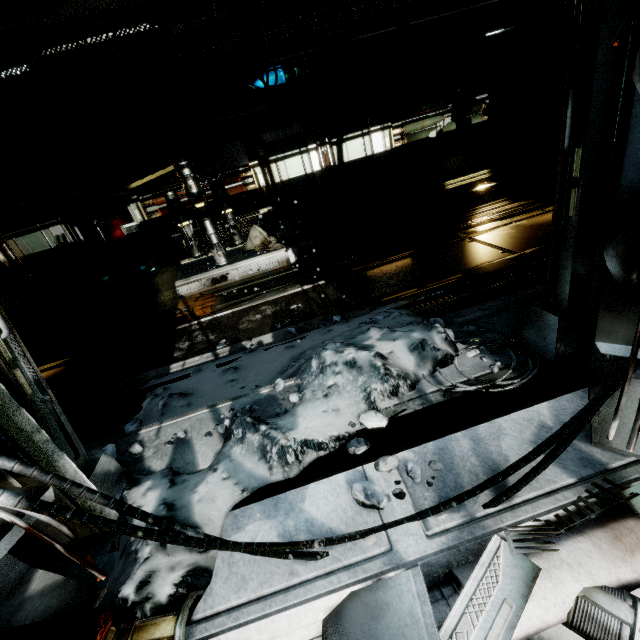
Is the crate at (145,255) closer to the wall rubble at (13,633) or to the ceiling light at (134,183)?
the ceiling light at (134,183)

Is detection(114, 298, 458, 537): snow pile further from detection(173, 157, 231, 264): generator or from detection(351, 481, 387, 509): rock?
detection(173, 157, 231, 264): generator

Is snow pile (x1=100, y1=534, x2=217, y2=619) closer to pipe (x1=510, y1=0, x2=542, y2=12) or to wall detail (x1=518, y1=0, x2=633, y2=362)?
wall detail (x1=518, y1=0, x2=633, y2=362)

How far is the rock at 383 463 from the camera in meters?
2.0 m

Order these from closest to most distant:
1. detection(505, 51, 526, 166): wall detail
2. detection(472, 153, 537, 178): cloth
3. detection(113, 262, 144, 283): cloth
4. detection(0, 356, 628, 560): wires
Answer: detection(0, 356, 628, 560): wires
detection(505, 51, 526, 166): wall detail
detection(472, 153, 537, 178): cloth
detection(113, 262, 144, 283): cloth

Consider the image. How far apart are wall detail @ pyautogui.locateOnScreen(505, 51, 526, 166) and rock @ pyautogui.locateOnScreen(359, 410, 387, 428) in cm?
984

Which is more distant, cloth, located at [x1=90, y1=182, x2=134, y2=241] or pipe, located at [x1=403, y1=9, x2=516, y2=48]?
cloth, located at [x1=90, y1=182, x2=134, y2=241]

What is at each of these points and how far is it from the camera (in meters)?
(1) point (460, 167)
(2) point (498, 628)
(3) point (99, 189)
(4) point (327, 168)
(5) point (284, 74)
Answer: (1) crate, 8.79
(2) wall rubble, 1.28
(3) cloth, 9.73
(4) wall detail, 8.91
(5) pipe, 7.21
